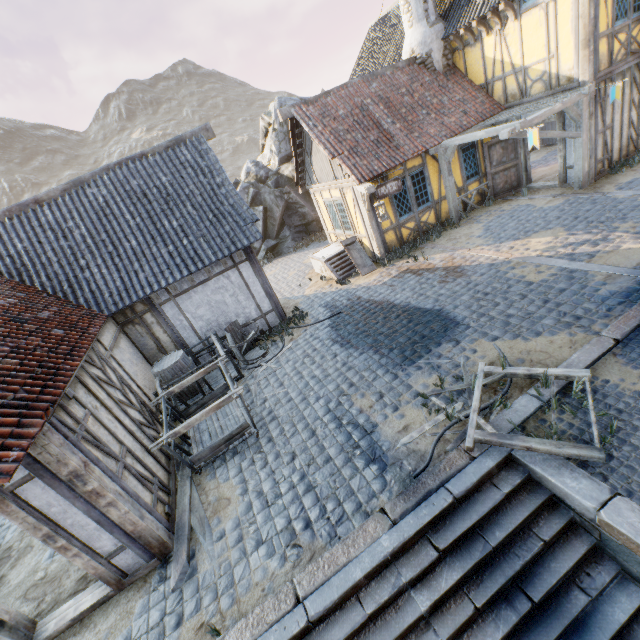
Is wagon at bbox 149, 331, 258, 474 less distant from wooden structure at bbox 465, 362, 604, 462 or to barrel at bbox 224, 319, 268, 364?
barrel at bbox 224, 319, 268, 364

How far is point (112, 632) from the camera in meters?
4.4

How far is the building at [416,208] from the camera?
11.1 meters

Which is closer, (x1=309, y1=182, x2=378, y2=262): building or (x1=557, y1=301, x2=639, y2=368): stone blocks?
(x1=557, y1=301, x2=639, y2=368): stone blocks

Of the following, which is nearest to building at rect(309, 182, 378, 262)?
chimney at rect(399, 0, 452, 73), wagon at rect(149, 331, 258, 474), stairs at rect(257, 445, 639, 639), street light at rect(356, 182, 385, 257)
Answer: street light at rect(356, 182, 385, 257)

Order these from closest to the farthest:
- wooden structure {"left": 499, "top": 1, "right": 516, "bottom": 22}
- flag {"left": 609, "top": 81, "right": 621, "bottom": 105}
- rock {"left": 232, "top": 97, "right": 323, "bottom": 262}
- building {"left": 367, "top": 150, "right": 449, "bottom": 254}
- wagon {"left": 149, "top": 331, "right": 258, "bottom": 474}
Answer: wagon {"left": 149, "top": 331, "right": 258, "bottom": 474}, flag {"left": 609, "top": 81, "right": 621, "bottom": 105}, wooden structure {"left": 499, "top": 1, "right": 516, "bottom": 22}, building {"left": 367, "top": 150, "right": 449, "bottom": 254}, rock {"left": 232, "top": 97, "right": 323, "bottom": 262}

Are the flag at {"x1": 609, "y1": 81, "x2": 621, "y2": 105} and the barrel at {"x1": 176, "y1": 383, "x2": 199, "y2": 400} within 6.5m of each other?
no

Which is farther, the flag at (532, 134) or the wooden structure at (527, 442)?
the flag at (532, 134)
